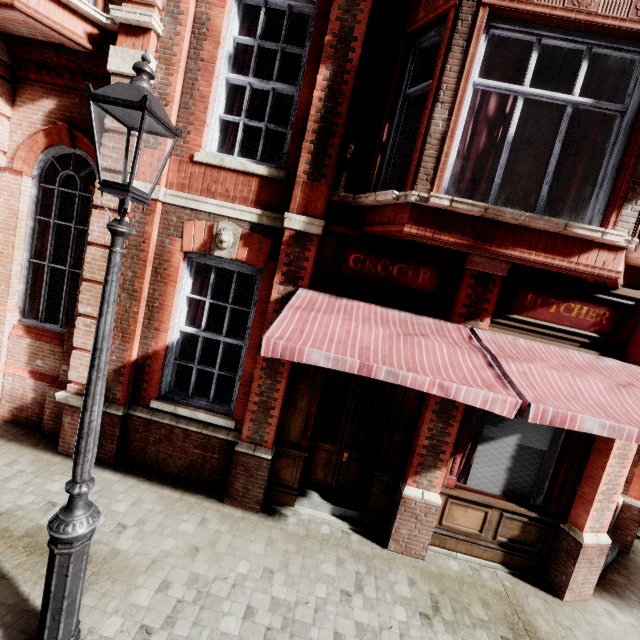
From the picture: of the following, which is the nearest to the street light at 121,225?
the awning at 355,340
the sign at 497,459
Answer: the awning at 355,340

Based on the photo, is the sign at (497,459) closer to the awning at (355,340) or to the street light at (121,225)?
the awning at (355,340)

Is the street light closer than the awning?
Yes

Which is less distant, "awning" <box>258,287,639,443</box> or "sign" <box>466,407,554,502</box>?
"awning" <box>258,287,639,443</box>

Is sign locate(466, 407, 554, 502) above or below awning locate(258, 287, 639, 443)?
below

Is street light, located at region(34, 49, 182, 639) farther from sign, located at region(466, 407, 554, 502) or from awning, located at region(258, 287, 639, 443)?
sign, located at region(466, 407, 554, 502)

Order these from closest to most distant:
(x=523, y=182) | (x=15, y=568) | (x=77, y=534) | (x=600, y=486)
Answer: (x=77, y=534) < (x=15, y=568) < (x=600, y=486) < (x=523, y=182)

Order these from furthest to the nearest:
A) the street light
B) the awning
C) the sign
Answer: the sign → the awning → the street light
